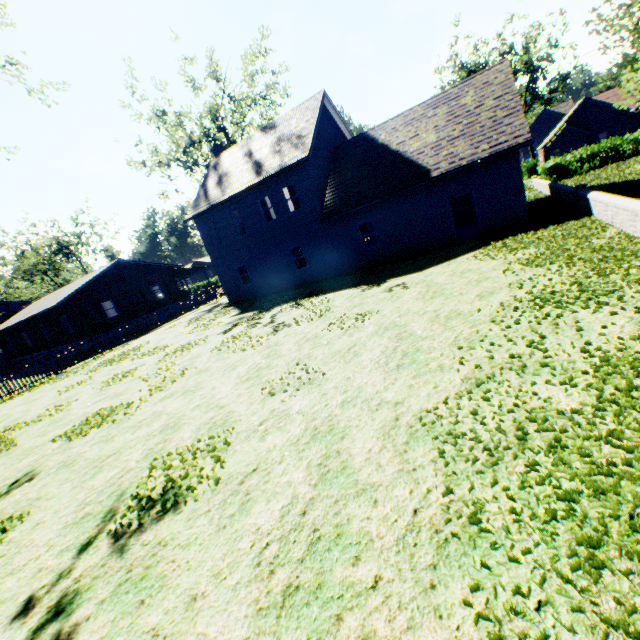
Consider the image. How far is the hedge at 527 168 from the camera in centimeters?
4205cm

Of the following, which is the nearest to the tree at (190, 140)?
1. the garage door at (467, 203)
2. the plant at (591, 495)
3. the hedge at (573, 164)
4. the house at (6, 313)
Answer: the plant at (591, 495)

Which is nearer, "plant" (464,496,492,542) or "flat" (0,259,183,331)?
"plant" (464,496,492,542)

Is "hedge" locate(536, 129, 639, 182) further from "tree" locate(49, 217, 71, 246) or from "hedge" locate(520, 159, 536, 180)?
"tree" locate(49, 217, 71, 246)

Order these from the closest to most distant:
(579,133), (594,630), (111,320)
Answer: (594,630)
(111,320)
(579,133)

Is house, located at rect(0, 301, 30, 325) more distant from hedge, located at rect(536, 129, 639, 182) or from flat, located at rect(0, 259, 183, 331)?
hedge, located at rect(536, 129, 639, 182)

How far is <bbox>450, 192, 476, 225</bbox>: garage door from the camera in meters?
22.1
